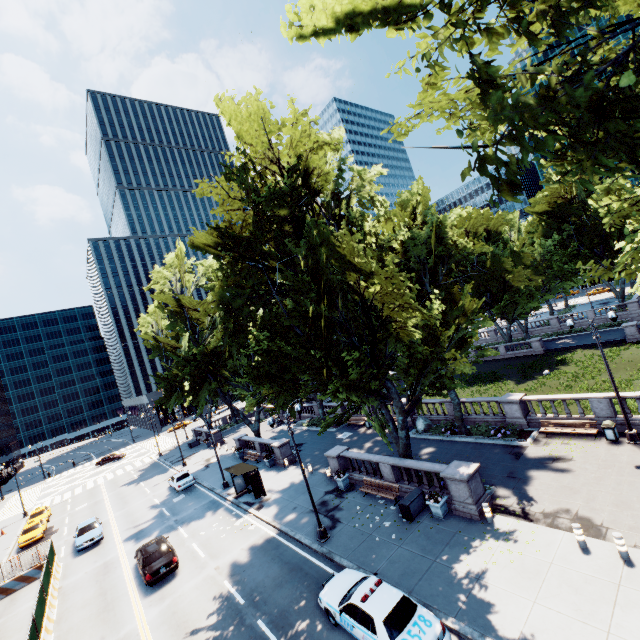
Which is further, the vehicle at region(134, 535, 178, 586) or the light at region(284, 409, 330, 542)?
the vehicle at region(134, 535, 178, 586)

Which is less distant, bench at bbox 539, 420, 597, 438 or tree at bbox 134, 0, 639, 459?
tree at bbox 134, 0, 639, 459

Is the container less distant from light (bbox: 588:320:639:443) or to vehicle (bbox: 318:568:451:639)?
vehicle (bbox: 318:568:451:639)

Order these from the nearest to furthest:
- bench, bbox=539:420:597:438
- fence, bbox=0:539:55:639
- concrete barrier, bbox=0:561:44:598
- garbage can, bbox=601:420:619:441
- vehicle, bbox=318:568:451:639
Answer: vehicle, bbox=318:568:451:639
fence, bbox=0:539:55:639
garbage can, bbox=601:420:619:441
bench, bbox=539:420:597:438
concrete barrier, bbox=0:561:44:598

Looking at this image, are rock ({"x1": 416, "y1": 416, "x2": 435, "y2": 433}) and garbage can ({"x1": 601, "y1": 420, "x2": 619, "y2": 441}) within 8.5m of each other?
no

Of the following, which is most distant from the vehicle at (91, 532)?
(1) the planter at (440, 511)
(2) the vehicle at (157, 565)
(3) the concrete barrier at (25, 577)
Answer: (1) the planter at (440, 511)

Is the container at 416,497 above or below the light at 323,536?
above

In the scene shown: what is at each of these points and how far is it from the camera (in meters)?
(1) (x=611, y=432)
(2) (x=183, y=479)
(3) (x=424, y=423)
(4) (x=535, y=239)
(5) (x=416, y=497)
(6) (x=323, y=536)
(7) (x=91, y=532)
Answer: (1) garbage can, 18.03
(2) vehicle, 32.84
(3) rock, 27.39
(4) tree, 49.94
(5) container, 17.14
(6) light, 17.30
(7) vehicle, 26.89
